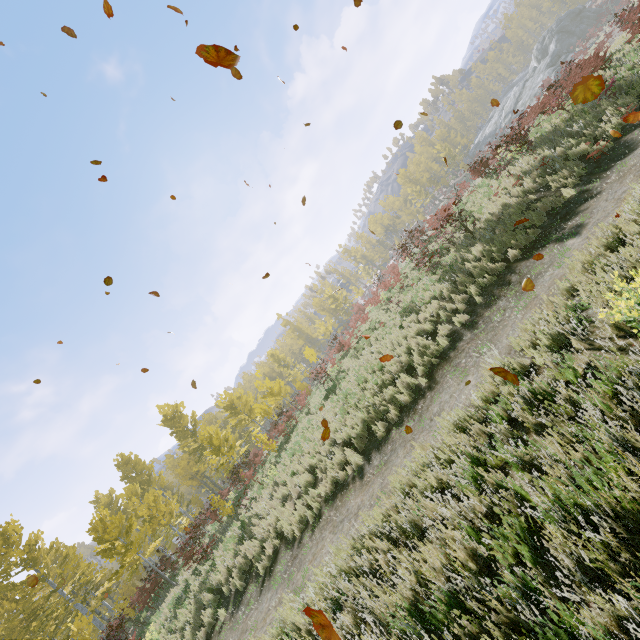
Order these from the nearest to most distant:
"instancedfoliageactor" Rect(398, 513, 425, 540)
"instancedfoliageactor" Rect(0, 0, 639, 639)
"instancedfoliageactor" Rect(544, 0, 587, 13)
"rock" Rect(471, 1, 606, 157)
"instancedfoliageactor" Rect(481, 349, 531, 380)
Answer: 1. "instancedfoliageactor" Rect(398, 513, 425, 540)
2. "instancedfoliageactor" Rect(481, 349, 531, 380)
3. "instancedfoliageactor" Rect(0, 0, 639, 639)
4. "rock" Rect(471, 1, 606, 157)
5. "instancedfoliageactor" Rect(544, 0, 587, 13)

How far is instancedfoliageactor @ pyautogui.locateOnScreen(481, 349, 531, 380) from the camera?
5.2 meters

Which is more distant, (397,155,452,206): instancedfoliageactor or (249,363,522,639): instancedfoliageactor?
(397,155,452,206): instancedfoliageactor

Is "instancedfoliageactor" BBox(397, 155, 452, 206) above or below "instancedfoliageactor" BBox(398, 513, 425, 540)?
above

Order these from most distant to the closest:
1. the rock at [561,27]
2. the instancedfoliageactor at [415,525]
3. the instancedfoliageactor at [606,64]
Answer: the rock at [561,27] < the instancedfoliageactor at [606,64] < the instancedfoliageactor at [415,525]

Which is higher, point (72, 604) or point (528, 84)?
point (72, 604)

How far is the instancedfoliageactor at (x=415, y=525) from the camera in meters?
4.4
